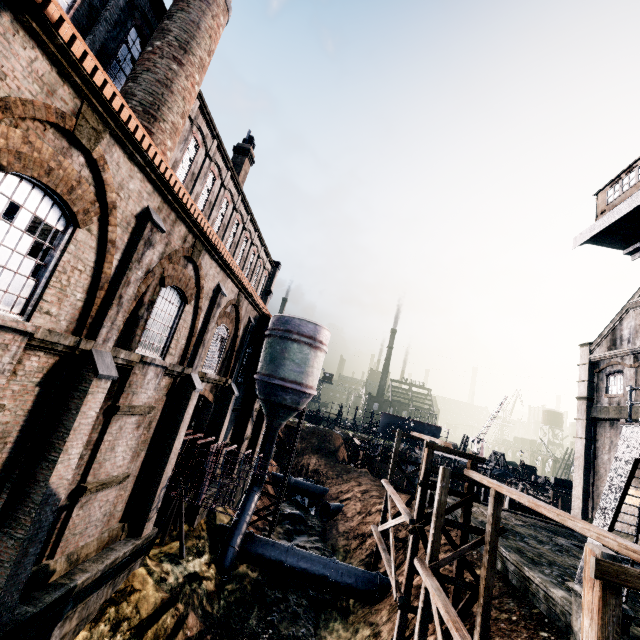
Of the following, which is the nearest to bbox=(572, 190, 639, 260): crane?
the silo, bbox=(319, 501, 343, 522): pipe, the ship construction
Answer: the silo

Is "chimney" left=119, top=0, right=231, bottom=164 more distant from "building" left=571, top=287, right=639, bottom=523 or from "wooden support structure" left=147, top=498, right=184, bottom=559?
"wooden support structure" left=147, top=498, right=184, bottom=559

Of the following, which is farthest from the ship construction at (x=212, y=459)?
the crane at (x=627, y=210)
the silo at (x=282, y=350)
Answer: the crane at (x=627, y=210)

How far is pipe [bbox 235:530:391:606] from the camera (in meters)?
19.66

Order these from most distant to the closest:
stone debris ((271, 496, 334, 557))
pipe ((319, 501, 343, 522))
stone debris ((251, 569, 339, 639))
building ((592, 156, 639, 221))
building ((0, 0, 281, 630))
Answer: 1. pipe ((319, 501, 343, 522))
2. stone debris ((271, 496, 334, 557))
3. stone debris ((251, 569, 339, 639))
4. building ((592, 156, 639, 221))
5. building ((0, 0, 281, 630))

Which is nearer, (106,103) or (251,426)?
(106,103)

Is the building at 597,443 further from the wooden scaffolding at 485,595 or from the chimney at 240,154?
the wooden scaffolding at 485,595

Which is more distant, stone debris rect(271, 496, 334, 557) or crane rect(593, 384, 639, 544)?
stone debris rect(271, 496, 334, 557)
